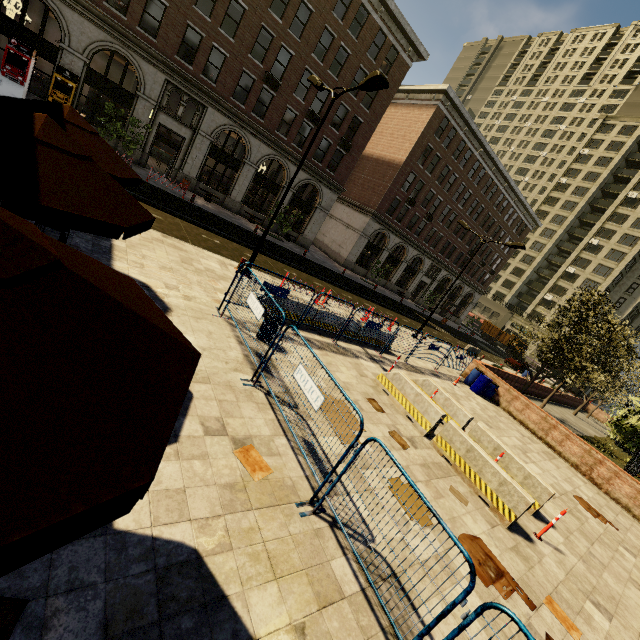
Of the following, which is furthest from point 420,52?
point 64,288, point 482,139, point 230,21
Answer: point 64,288

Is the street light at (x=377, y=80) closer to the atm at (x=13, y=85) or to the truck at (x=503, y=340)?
the atm at (x=13, y=85)

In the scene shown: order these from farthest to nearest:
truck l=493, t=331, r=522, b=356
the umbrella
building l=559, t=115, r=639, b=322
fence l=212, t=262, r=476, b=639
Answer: building l=559, t=115, r=639, b=322
truck l=493, t=331, r=522, b=356
fence l=212, t=262, r=476, b=639
the umbrella

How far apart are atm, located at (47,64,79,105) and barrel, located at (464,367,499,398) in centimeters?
2787cm

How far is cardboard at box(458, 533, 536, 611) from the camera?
5.3 meters

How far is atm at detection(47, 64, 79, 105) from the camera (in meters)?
18.23

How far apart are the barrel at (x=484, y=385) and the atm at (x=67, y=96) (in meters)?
27.87

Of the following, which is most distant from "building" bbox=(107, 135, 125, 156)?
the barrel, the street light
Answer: the barrel
